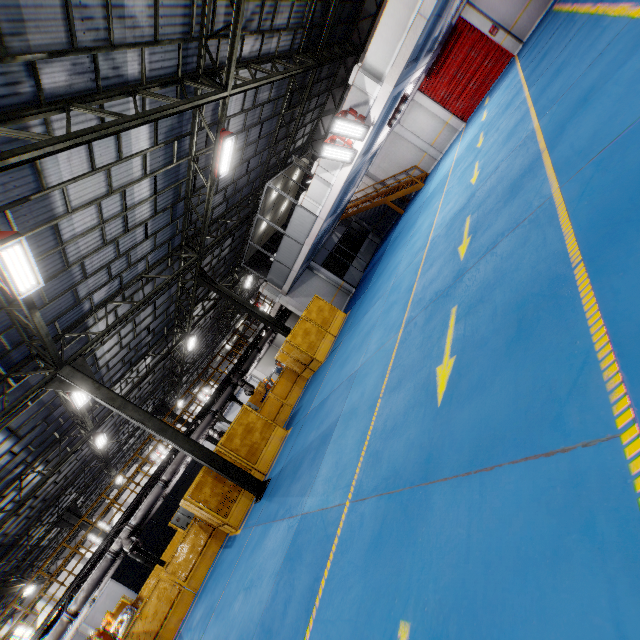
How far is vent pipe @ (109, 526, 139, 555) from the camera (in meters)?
13.45

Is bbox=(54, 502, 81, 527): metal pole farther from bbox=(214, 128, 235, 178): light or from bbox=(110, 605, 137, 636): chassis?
bbox=(214, 128, 235, 178): light

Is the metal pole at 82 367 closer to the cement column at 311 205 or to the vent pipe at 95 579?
the vent pipe at 95 579

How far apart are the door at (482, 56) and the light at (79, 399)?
24.39m

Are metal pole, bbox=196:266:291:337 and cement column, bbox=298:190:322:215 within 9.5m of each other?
yes

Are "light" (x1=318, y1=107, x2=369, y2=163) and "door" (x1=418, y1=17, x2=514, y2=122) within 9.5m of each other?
no

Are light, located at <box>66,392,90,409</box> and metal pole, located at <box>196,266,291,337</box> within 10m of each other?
yes

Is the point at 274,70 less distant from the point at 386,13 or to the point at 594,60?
the point at 386,13
